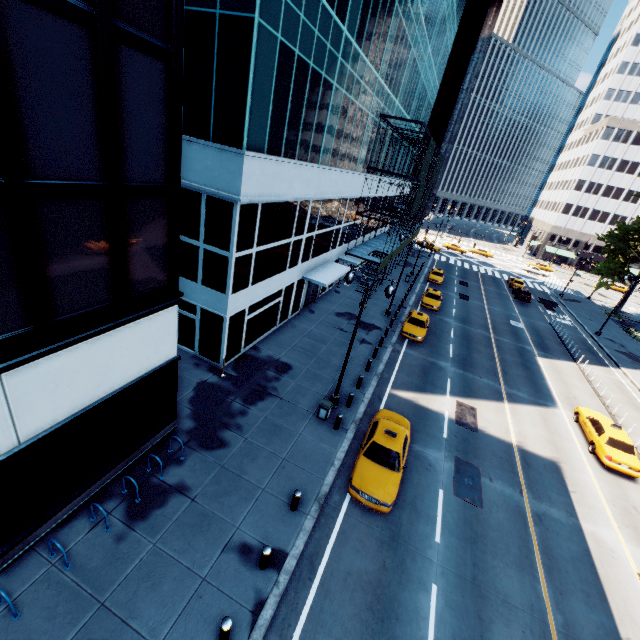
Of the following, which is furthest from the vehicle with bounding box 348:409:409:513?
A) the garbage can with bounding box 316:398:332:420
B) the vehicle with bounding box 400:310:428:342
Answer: the vehicle with bounding box 400:310:428:342

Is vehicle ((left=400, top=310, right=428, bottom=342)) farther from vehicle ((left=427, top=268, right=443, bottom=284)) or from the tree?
the tree

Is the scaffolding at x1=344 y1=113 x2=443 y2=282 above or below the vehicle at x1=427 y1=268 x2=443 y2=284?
above

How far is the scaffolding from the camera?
28.8 meters

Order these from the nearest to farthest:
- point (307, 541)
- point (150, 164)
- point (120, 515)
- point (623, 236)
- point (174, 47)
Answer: point (174, 47) < point (150, 164) < point (120, 515) < point (307, 541) < point (623, 236)

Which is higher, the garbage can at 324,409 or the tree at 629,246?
the tree at 629,246

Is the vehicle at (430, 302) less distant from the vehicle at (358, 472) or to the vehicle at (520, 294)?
the vehicle at (520, 294)

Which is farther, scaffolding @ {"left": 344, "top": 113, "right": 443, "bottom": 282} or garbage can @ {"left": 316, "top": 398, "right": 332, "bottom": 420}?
scaffolding @ {"left": 344, "top": 113, "right": 443, "bottom": 282}
